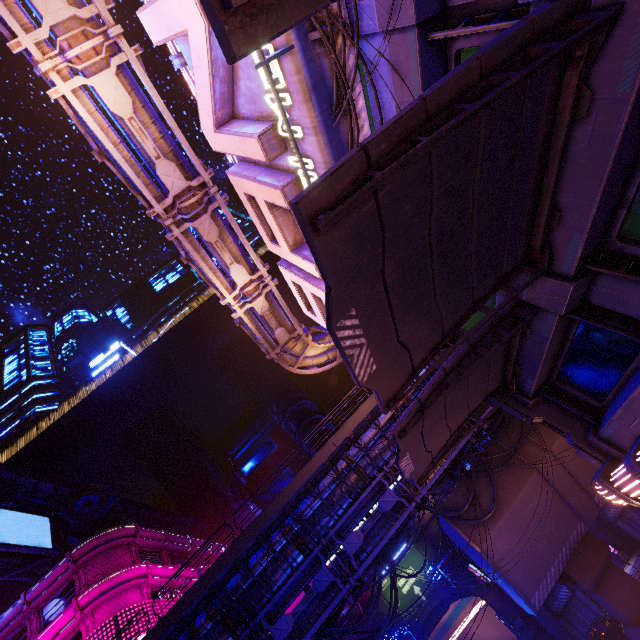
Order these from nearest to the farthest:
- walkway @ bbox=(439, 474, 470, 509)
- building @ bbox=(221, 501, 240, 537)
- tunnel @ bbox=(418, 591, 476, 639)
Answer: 1. walkway @ bbox=(439, 474, 470, 509)
2. tunnel @ bbox=(418, 591, 476, 639)
3. building @ bbox=(221, 501, 240, 537)

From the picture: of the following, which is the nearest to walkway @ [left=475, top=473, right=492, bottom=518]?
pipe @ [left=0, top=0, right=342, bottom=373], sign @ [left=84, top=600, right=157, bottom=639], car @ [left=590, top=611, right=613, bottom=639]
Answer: pipe @ [left=0, top=0, right=342, bottom=373]

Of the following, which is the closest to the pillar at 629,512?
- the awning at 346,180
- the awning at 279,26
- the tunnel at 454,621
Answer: the tunnel at 454,621

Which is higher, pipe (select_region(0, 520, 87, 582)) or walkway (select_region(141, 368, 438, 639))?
pipe (select_region(0, 520, 87, 582))

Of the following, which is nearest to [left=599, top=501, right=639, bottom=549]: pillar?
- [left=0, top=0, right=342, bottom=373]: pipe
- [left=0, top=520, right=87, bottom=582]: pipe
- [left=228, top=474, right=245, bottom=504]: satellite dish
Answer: [left=0, top=0, right=342, bottom=373]: pipe

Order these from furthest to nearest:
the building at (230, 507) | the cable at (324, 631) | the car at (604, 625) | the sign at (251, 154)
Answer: the building at (230, 507), the car at (604, 625), the cable at (324, 631), the sign at (251, 154)

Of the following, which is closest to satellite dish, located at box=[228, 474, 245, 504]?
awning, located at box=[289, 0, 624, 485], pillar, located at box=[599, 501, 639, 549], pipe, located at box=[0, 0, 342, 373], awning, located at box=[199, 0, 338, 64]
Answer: pipe, located at box=[0, 0, 342, 373]

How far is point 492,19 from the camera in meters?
4.6
